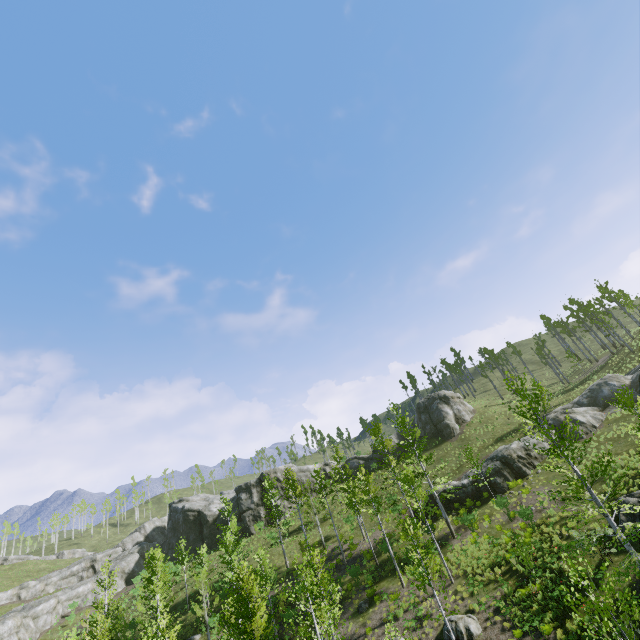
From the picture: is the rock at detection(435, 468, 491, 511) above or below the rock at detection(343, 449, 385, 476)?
below

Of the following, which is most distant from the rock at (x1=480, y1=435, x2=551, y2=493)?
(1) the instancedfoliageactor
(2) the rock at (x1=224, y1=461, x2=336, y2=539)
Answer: (2) the rock at (x1=224, y1=461, x2=336, y2=539)

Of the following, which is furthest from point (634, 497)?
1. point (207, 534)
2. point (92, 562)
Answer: point (92, 562)

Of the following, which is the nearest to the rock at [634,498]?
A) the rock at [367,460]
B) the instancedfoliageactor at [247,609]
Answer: the instancedfoliageactor at [247,609]

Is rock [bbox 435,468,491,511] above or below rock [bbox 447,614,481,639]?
above

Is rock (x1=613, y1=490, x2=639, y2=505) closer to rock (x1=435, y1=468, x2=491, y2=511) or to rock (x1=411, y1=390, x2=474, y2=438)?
rock (x1=435, y1=468, x2=491, y2=511)

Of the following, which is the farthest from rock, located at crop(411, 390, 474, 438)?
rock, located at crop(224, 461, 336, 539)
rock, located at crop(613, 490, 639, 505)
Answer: rock, located at crop(613, 490, 639, 505)

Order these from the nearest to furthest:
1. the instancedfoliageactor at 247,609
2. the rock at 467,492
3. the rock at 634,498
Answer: the instancedfoliageactor at 247,609
the rock at 634,498
the rock at 467,492
